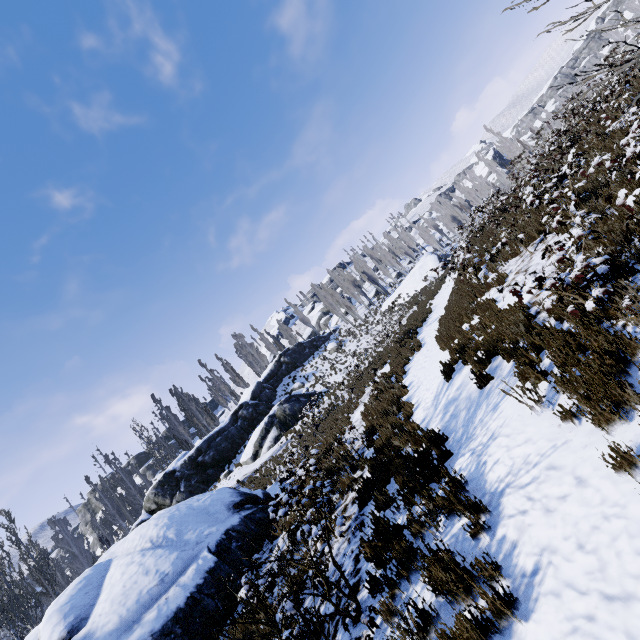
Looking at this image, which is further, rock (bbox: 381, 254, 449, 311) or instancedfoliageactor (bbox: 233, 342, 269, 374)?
instancedfoliageactor (bbox: 233, 342, 269, 374)

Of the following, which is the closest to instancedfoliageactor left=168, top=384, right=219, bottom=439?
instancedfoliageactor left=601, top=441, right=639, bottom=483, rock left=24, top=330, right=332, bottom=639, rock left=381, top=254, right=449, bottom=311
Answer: rock left=381, top=254, right=449, bottom=311

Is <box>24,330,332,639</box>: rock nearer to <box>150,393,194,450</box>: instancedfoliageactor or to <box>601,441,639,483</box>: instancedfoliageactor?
<box>601,441,639,483</box>: instancedfoliageactor

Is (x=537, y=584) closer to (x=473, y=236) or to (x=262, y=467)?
(x=473, y=236)

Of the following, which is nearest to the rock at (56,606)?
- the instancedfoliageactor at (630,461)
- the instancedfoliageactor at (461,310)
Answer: the instancedfoliageactor at (630,461)

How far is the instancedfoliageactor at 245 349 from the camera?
51.4m
